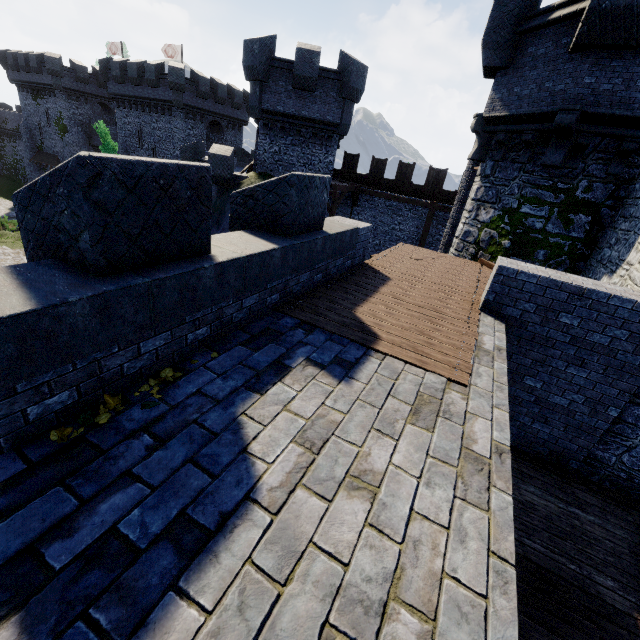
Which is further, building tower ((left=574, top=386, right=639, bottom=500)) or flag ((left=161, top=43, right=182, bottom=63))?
flag ((left=161, top=43, right=182, bottom=63))

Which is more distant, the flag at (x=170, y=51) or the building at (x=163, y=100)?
the flag at (x=170, y=51)

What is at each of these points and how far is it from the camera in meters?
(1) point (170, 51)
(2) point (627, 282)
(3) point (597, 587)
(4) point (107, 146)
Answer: (1) flag, 39.5
(2) building tower, 6.8
(3) stairs, 4.9
(4) tree, 19.6

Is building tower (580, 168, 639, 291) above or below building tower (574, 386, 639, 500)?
above

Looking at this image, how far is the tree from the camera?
19.3m

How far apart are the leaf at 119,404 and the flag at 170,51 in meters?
50.7 m

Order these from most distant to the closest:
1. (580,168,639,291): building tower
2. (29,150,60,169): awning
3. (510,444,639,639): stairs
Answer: (29,150,60,169): awning → (580,168,639,291): building tower → (510,444,639,639): stairs

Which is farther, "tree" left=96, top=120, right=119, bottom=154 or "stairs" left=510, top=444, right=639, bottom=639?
"tree" left=96, top=120, right=119, bottom=154
